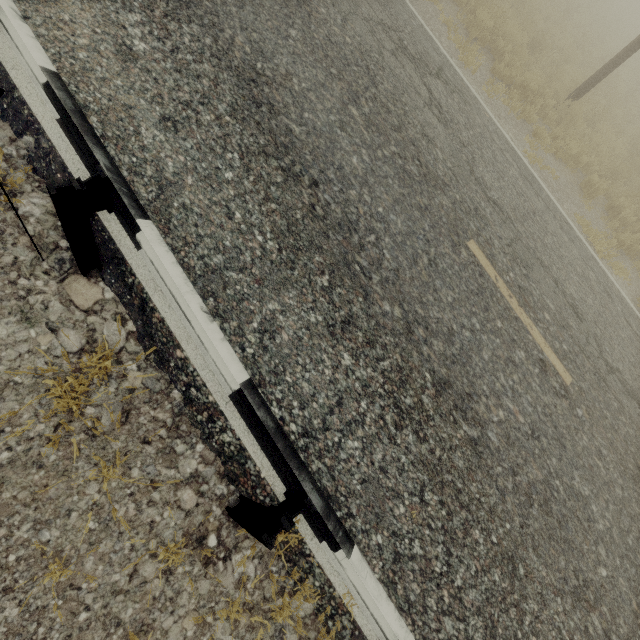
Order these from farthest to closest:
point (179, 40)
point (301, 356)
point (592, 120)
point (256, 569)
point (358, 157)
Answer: point (592, 120) → point (358, 157) → point (179, 40) → point (301, 356) → point (256, 569)

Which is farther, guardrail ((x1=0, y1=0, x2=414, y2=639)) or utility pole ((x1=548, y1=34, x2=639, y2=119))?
utility pole ((x1=548, y1=34, x2=639, y2=119))

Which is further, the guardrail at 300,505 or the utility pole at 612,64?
the utility pole at 612,64
